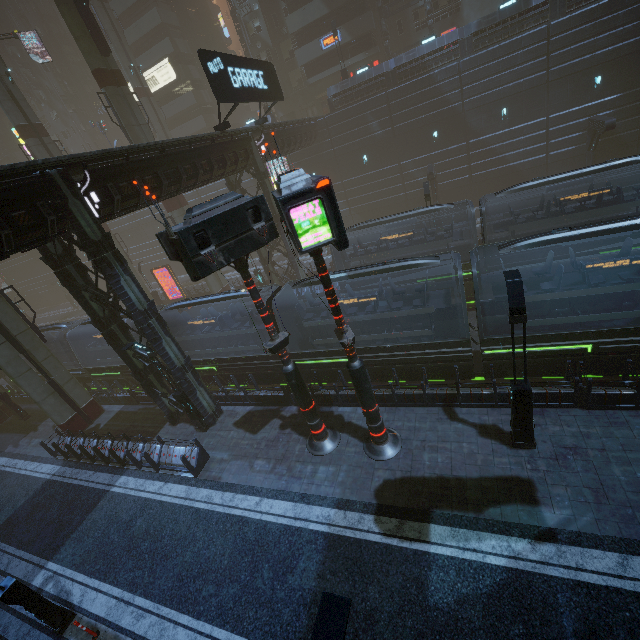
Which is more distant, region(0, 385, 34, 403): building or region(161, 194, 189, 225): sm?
region(161, 194, 189, 225): sm

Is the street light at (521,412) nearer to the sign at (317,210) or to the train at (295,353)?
the train at (295,353)

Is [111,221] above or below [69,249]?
above

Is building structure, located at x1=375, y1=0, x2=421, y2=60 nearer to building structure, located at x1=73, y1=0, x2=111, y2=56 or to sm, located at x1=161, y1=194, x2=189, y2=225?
building structure, located at x1=73, y1=0, x2=111, y2=56

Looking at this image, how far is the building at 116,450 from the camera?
13.7m

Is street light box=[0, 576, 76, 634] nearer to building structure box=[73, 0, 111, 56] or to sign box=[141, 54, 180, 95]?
sign box=[141, 54, 180, 95]

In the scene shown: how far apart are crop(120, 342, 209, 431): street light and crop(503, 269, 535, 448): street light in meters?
12.9 m

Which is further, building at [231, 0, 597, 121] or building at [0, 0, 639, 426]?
building at [231, 0, 597, 121]
